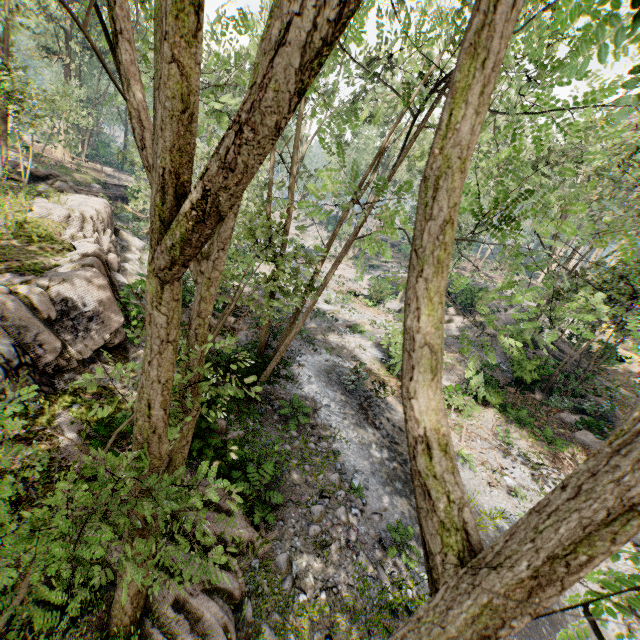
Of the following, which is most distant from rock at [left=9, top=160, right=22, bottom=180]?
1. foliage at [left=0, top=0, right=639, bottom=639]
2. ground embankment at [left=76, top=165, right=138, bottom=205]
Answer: ground embankment at [left=76, top=165, right=138, bottom=205]

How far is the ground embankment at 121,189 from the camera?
30.0m

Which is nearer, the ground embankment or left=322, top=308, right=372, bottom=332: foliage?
left=322, top=308, right=372, bottom=332: foliage

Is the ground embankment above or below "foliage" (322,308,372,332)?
above

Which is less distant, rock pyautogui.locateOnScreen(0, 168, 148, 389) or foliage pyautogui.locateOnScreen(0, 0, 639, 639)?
foliage pyautogui.locateOnScreen(0, 0, 639, 639)

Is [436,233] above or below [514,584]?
above

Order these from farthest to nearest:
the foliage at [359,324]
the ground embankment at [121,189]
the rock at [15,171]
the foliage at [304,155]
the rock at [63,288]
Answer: the ground embankment at [121,189]
the foliage at [359,324]
the rock at [15,171]
the rock at [63,288]
the foliage at [304,155]

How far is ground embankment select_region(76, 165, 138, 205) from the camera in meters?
30.0
